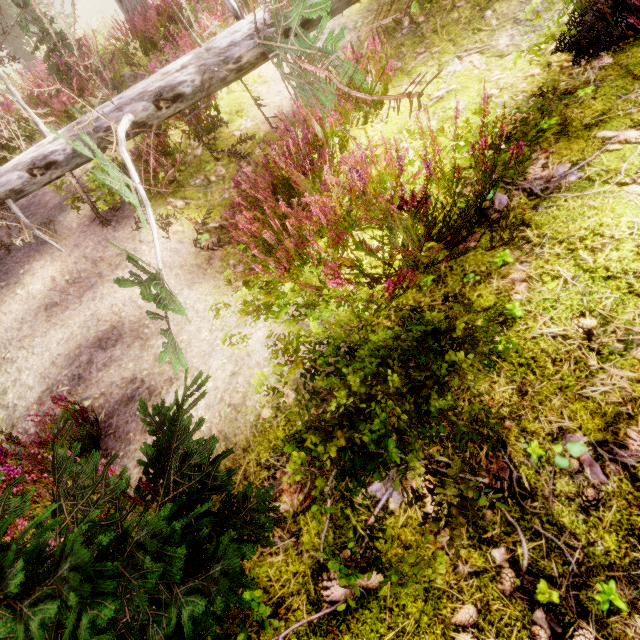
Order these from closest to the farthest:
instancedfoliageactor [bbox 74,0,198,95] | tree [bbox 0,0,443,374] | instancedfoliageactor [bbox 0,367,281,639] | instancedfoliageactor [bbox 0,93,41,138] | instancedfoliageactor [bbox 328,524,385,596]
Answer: instancedfoliageactor [bbox 0,367,281,639] < instancedfoliageactor [bbox 328,524,385,596] < tree [bbox 0,0,443,374] < instancedfoliageactor [bbox 74,0,198,95] < instancedfoliageactor [bbox 0,93,41,138]

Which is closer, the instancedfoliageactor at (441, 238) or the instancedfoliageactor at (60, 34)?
the instancedfoliageactor at (441, 238)

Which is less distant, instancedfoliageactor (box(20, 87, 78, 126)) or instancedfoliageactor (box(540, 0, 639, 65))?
instancedfoliageactor (box(540, 0, 639, 65))

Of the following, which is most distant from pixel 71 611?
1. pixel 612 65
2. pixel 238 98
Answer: pixel 238 98

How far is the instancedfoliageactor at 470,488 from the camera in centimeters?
168cm

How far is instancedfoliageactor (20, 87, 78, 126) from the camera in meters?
5.8 m
